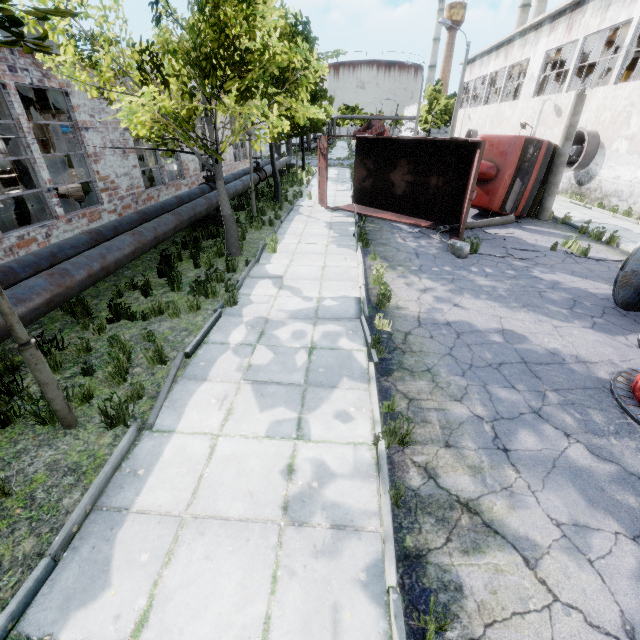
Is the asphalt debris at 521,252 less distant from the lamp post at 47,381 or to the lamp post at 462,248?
the lamp post at 462,248

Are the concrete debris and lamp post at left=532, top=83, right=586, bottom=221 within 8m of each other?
no

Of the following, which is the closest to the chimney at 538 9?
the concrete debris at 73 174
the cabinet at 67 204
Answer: the concrete debris at 73 174

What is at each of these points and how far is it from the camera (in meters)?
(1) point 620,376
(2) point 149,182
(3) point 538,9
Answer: (1) wire spool, 5.13
(2) band saw, 14.20
(3) chimney, 58.38

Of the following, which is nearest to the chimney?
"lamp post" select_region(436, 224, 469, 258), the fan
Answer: the fan

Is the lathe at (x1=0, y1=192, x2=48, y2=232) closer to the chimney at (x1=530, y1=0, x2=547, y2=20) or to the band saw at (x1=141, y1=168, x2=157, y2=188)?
the band saw at (x1=141, y1=168, x2=157, y2=188)

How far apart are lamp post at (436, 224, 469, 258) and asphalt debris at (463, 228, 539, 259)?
0.0m

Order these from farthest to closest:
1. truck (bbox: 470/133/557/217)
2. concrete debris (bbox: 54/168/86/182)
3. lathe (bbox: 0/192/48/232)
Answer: concrete debris (bbox: 54/168/86/182), truck (bbox: 470/133/557/217), lathe (bbox: 0/192/48/232)
